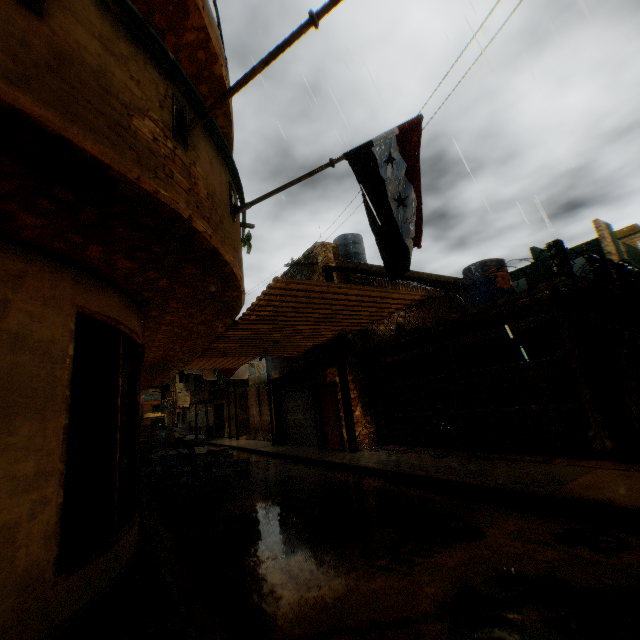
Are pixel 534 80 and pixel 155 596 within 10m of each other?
no

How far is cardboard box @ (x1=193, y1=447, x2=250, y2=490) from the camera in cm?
891

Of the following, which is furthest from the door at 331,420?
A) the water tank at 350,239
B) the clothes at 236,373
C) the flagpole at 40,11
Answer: the water tank at 350,239

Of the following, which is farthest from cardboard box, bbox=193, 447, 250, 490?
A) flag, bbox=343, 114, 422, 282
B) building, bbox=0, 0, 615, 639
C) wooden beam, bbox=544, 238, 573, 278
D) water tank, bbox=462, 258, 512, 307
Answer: flag, bbox=343, 114, 422, 282

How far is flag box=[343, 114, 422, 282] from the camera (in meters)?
3.87

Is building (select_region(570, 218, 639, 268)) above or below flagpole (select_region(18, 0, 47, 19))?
above

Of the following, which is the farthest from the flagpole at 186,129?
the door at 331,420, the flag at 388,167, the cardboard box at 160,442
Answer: the cardboard box at 160,442

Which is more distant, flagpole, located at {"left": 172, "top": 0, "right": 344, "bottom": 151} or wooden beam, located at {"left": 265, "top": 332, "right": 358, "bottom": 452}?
wooden beam, located at {"left": 265, "top": 332, "right": 358, "bottom": 452}
